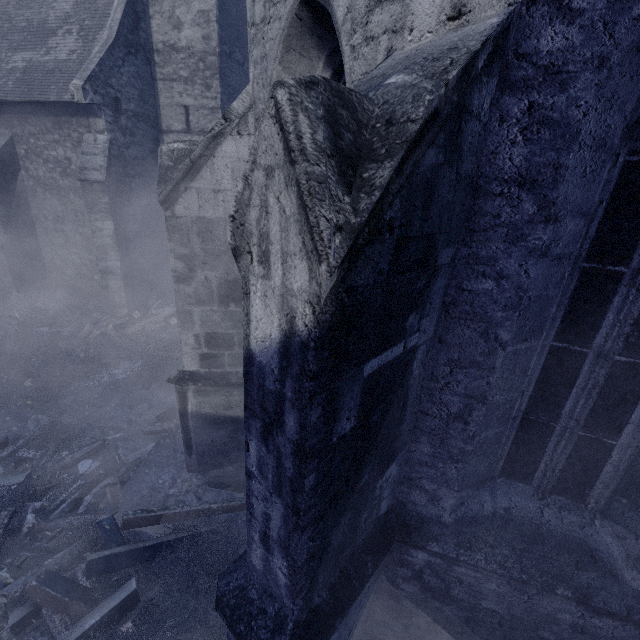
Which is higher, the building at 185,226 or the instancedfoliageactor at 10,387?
the building at 185,226

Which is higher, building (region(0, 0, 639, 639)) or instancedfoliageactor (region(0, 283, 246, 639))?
building (region(0, 0, 639, 639))

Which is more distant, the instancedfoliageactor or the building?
the instancedfoliageactor

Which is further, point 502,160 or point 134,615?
point 134,615

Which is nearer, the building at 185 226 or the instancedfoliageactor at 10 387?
the building at 185 226
